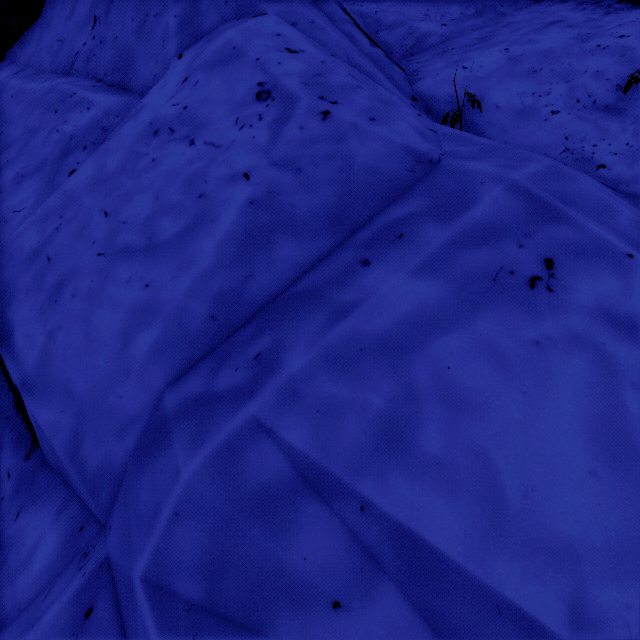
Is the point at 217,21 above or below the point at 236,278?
above
